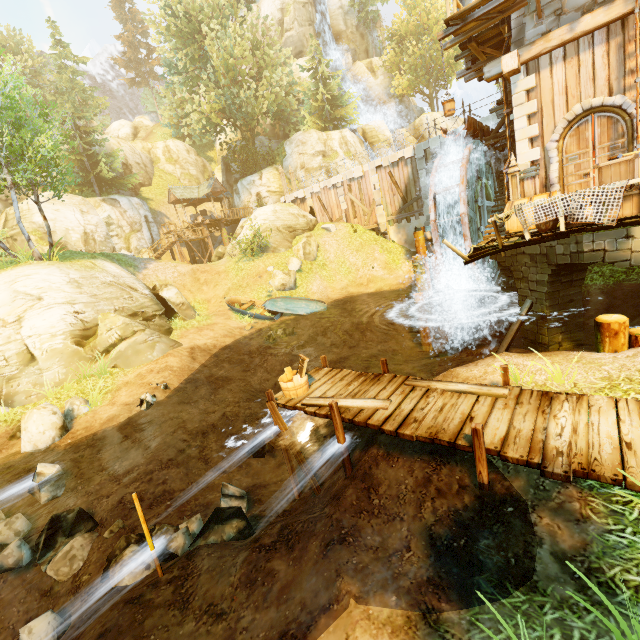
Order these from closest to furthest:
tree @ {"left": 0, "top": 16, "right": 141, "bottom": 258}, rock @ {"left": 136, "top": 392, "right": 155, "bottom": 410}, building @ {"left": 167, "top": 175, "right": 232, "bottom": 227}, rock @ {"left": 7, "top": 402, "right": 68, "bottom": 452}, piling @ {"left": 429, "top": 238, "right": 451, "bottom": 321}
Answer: rock @ {"left": 7, "top": 402, "right": 68, "bottom": 452}, rock @ {"left": 136, "top": 392, "right": 155, "bottom": 410}, tree @ {"left": 0, "top": 16, "right": 141, "bottom": 258}, piling @ {"left": 429, "top": 238, "right": 451, "bottom": 321}, building @ {"left": 167, "top": 175, "right": 232, "bottom": 227}

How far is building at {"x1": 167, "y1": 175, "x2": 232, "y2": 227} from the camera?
34.2 meters

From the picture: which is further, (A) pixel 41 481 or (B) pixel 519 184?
(B) pixel 519 184

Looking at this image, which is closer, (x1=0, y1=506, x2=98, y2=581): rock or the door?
(x1=0, y1=506, x2=98, y2=581): rock

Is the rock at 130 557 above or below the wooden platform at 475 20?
below

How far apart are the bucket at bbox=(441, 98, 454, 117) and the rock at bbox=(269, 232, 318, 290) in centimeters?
1282cm

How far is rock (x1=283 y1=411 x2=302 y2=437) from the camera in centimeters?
1044cm

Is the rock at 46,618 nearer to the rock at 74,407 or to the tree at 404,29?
the rock at 74,407
